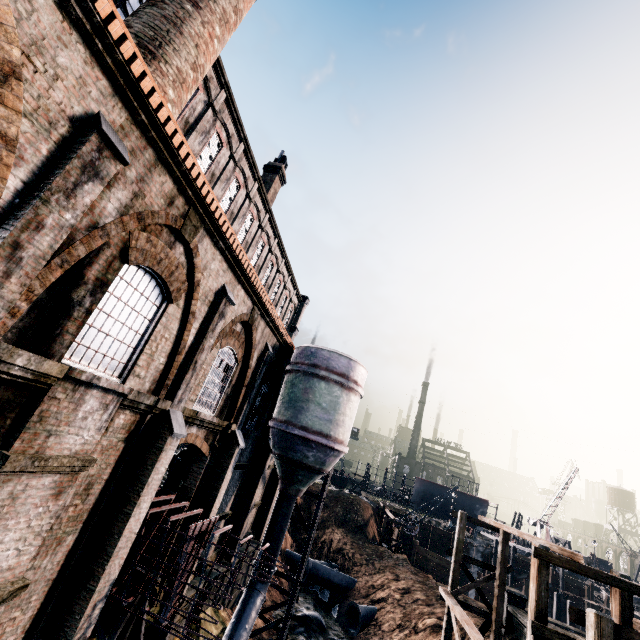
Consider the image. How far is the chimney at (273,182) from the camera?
25.7m

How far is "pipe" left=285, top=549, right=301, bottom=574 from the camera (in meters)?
30.62

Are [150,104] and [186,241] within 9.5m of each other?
yes

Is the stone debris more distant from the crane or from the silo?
the crane

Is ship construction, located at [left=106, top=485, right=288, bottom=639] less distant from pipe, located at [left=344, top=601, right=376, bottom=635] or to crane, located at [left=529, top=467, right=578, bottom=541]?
pipe, located at [left=344, top=601, right=376, bottom=635]

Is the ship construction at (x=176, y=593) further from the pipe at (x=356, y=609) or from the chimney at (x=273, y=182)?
the pipe at (x=356, y=609)

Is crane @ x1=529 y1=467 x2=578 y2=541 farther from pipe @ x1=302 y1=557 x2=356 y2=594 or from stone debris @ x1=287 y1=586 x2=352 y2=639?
stone debris @ x1=287 y1=586 x2=352 y2=639

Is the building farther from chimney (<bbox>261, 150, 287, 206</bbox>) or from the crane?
the crane
